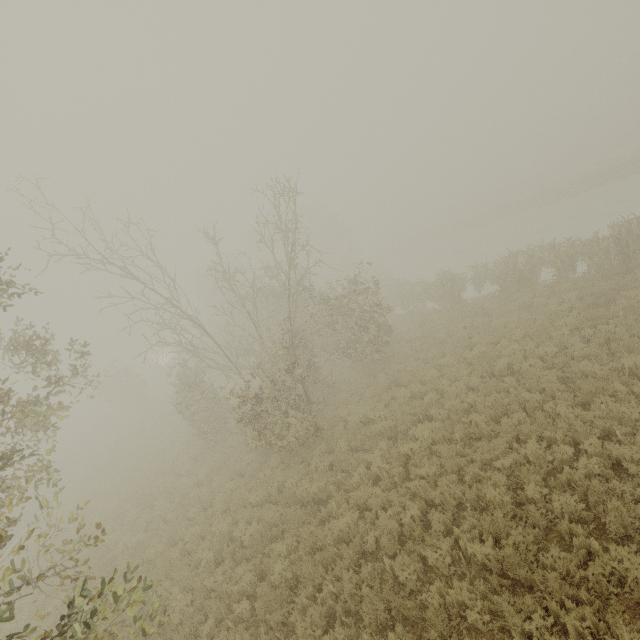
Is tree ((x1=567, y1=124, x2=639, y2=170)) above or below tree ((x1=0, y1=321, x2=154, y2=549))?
below

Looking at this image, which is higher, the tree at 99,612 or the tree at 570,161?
the tree at 99,612

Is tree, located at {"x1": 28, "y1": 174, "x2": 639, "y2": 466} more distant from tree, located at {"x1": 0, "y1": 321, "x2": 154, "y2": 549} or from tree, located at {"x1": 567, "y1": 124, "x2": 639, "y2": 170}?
tree, located at {"x1": 567, "y1": 124, "x2": 639, "y2": 170}

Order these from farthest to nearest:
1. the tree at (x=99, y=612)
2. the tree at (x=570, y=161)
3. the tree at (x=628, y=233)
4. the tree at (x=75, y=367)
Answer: the tree at (x=570, y=161) → the tree at (x=628, y=233) → the tree at (x=75, y=367) → the tree at (x=99, y=612)

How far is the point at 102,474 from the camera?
19.80m

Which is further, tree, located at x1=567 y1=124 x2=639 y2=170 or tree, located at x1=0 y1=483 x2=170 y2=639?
tree, located at x1=567 y1=124 x2=639 y2=170
